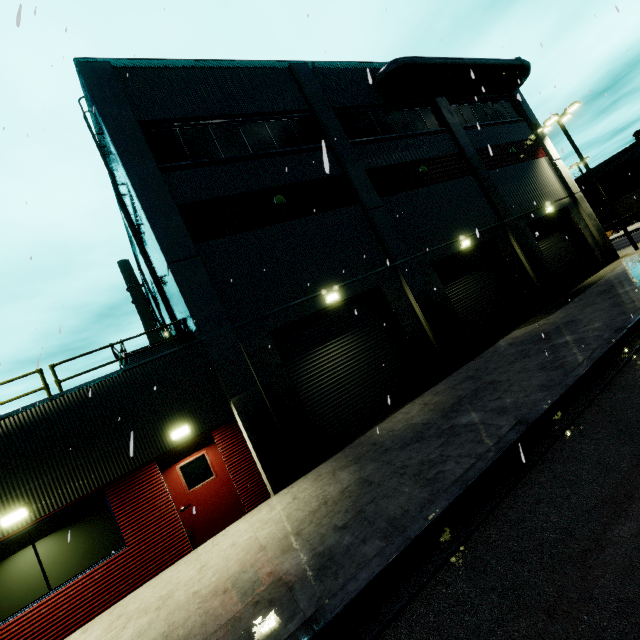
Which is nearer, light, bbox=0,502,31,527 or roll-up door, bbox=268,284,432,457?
light, bbox=0,502,31,527

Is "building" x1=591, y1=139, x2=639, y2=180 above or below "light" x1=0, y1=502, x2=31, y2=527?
above

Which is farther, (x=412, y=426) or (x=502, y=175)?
(x=502, y=175)

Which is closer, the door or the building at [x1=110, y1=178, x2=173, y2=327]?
the door

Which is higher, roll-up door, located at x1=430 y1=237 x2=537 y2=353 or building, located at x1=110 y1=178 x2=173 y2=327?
building, located at x1=110 y1=178 x2=173 y2=327

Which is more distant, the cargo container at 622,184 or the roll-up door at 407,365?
the cargo container at 622,184

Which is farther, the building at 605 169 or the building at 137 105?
the building at 605 169

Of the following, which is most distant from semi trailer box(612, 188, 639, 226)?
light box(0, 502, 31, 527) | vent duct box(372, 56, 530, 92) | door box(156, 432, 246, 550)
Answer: light box(0, 502, 31, 527)
